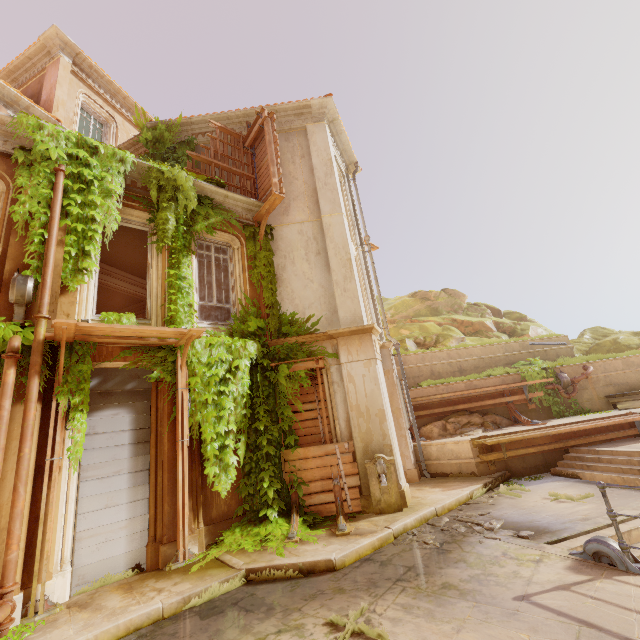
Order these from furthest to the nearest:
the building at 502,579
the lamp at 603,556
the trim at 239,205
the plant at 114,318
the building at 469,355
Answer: the building at 469,355 → the trim at 239,205 → the plant at 114,318 → the lamp at 603,556 → the building at 502,579

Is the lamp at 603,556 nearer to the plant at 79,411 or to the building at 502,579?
the building at 502,579

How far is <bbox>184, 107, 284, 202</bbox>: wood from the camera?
9.6 meters

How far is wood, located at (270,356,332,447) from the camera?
8.38m

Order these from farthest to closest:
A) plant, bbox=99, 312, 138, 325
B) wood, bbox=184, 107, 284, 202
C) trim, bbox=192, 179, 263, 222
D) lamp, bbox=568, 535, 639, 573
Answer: wood, bbox=184, 107, 284, 202, trim, bbox=192, 179, 263, 222, plant, bbox=99, 312, 138, 325, lamp, bbox=568, 535, 639, 573

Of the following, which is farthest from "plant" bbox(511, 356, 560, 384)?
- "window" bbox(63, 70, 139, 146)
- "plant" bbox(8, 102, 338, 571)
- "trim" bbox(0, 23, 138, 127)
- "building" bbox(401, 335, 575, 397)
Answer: "trim" bbox(0, 23, 138, 127)

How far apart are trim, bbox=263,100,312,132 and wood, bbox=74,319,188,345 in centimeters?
798cm

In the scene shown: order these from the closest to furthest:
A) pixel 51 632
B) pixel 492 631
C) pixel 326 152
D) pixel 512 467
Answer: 1. pixel 492 631
2. pixel 51 632
3. pixel 512 467
4. pixel 326 152
